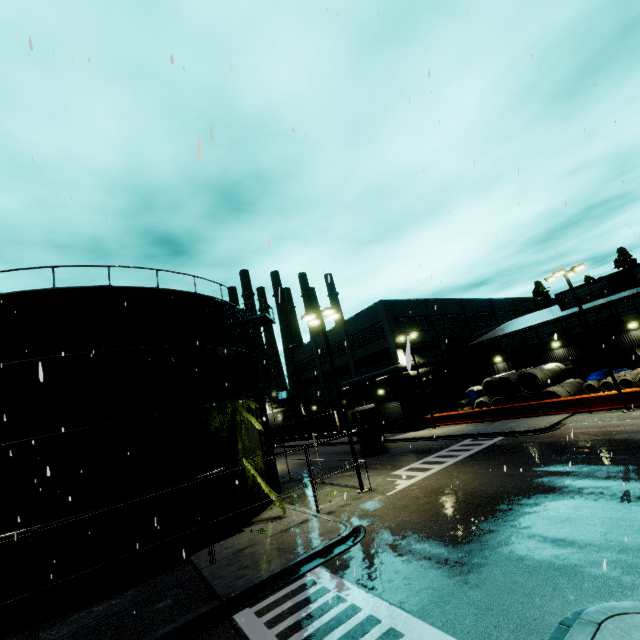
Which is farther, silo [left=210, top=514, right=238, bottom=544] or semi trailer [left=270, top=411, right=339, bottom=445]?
semi trailer [left=270, top=411, right=339, bottom=445]

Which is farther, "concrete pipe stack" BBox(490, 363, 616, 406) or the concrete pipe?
the concrete pipe

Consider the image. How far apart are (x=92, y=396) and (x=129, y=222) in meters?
8.5 m

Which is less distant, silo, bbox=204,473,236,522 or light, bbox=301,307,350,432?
silo, bbox=204,473,236,522

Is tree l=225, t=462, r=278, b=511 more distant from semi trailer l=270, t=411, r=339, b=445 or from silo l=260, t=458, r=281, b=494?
semi trailer l=270, t=411, r=339, b=445

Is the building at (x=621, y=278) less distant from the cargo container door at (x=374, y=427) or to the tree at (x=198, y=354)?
the tree at (x=198, y=354)

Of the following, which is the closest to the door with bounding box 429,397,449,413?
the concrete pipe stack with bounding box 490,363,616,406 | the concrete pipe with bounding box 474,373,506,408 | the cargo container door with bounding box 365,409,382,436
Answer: the concrete pipe with bounding box 474,373,506,408

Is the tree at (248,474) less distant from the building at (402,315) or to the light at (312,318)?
the building at (402,315)
